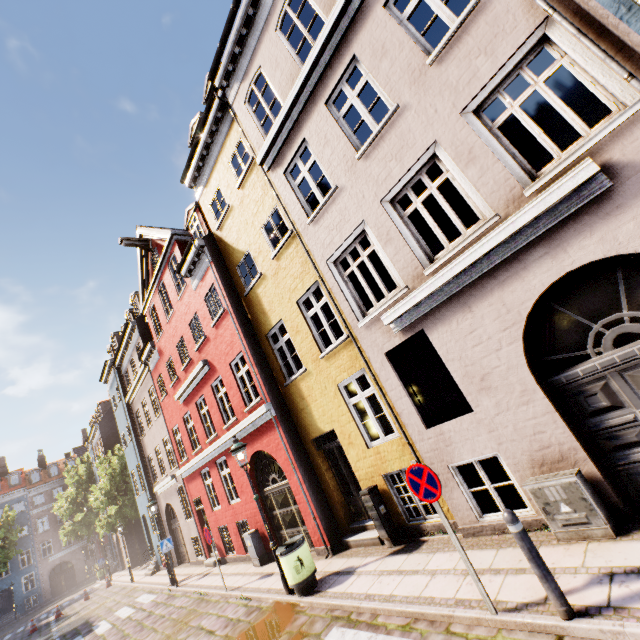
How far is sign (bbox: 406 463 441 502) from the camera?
4.4 meters

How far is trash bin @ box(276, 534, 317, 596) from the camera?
7.16m

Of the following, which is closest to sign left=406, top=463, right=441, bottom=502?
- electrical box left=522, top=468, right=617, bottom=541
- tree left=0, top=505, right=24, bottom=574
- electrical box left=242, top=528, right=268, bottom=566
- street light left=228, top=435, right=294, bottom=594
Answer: electrical box left=522, top=468, right=617, bottom=541

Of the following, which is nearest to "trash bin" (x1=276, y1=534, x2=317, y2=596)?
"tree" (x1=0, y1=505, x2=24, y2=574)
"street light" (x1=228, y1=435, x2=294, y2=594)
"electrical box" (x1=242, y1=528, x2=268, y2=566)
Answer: "street light" (x1=228, y1=435, x2=294, y2=594)

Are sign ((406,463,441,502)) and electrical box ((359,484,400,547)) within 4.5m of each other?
yes

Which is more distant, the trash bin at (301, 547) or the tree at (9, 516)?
the tree at (9, 516)

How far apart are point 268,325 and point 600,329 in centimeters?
820cm

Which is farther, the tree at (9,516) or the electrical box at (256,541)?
the tree at (9,516)
